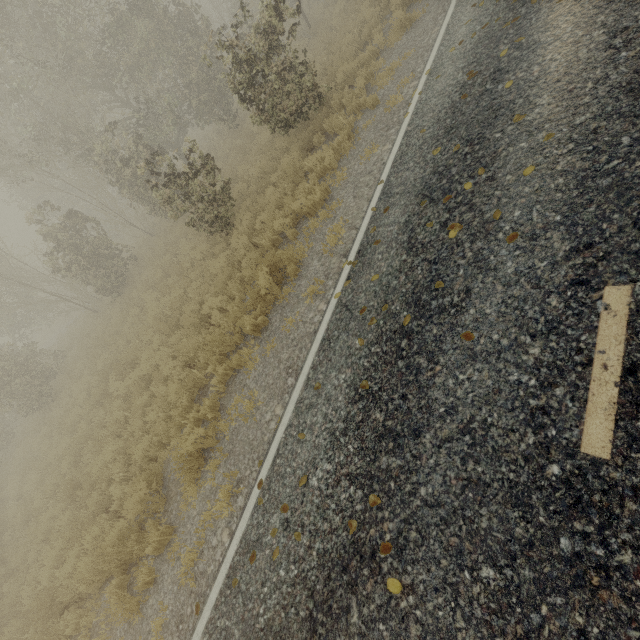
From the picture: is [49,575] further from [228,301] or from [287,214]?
[287,214]

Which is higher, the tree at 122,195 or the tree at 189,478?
the tree at 122,195

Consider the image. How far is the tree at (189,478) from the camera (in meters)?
5.70

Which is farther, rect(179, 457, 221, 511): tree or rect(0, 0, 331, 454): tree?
rect(0, 0, 331, 454): tree

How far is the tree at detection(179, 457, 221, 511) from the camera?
5.70m

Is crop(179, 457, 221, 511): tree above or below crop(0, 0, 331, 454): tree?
below
